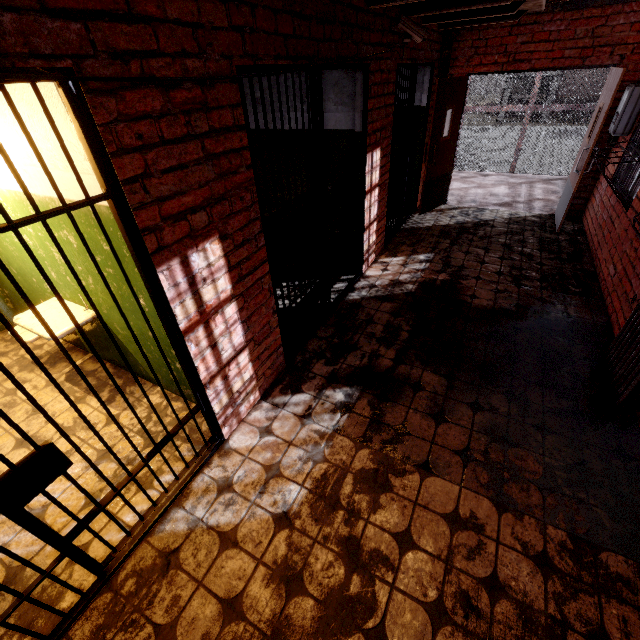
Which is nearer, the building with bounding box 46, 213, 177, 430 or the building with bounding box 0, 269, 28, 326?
the building with bounding box 46, 213, 177, 430

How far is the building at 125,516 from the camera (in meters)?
2.16

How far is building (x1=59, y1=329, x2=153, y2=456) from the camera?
2.68m

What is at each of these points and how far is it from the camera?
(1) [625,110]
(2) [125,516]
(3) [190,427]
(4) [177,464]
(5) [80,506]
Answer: (1) fuse box, 4.45m
(2) building, 2.19m
(3) building, 2.73m
(4) building, 2.47m
(5) building, 2.26m

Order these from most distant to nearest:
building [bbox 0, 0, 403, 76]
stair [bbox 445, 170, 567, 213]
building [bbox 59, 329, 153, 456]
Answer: stair [bbox 445, 170, 567, 213] < building [bbox 59, 329, 153, 456] < building [bbox 0, 0, 403, 76]

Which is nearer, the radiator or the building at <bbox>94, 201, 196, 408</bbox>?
the building at <bbox>94, 201, 196, 408</bbox>

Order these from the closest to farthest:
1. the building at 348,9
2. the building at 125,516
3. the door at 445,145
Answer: the building at 348,9 → the building at 125,516 → the door at 445,145

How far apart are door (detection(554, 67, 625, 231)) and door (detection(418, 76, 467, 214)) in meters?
2.0
